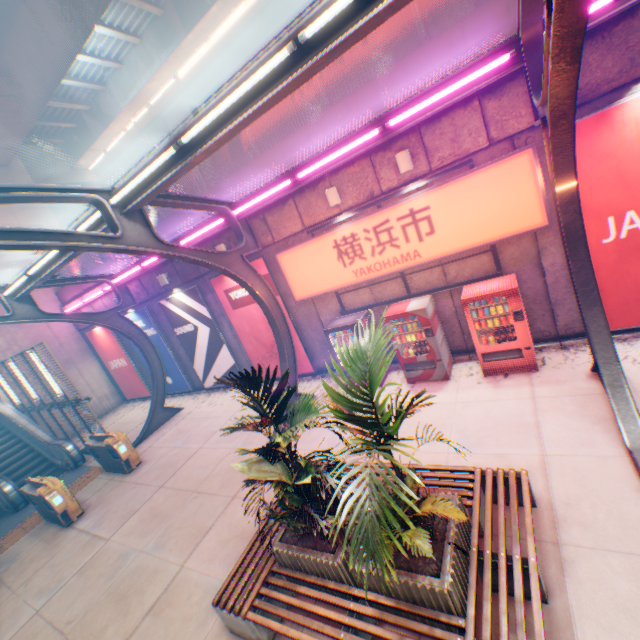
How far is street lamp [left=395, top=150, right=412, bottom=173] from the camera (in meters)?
7.02

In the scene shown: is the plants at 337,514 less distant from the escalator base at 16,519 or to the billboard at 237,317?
the billboard at 237,317

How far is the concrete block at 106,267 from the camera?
13.3m

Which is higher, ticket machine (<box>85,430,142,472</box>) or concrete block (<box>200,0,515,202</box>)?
concrete block (<box>200,0,515,202</box>)

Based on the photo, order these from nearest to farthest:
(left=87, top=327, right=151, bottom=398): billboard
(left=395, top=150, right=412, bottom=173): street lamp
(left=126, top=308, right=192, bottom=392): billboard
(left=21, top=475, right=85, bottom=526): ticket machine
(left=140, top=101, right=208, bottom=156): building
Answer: (left=395, top=150, right=412, bottom=173): street lamp, (left=21, top=475, right=85, bottom=526): ticket machine, (left=126, top=308, right=192, bottom=392): billboard, (left=87, top=327, right=151, bottom=398): billboard, (left=140, top=101, right=208, bottom=156): building

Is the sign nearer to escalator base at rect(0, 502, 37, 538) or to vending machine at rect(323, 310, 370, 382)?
vending machine at rect(323, 310, 370, 382)

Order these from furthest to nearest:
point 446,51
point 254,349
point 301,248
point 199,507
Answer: point 254,349 < point 301,248 < point 199,507 < point 446,51

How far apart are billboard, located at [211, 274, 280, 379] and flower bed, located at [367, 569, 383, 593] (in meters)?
6.54
